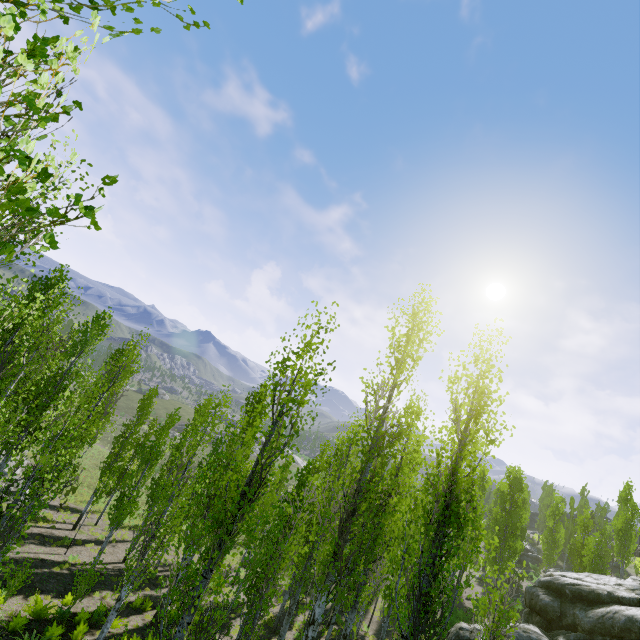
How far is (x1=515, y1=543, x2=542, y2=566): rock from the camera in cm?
4675

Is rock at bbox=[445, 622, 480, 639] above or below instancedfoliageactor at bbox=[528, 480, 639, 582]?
below

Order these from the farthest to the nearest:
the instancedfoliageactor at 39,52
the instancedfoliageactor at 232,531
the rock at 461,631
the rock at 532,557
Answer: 1. the rock at 532,557
2. the rock at 461,631
3. the instancedfoliageactor at 232,531
4. the instancedfoliageactor at 39,52

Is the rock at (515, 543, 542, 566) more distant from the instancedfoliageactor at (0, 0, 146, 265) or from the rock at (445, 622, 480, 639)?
the rock at (445, 622, 480, 639)

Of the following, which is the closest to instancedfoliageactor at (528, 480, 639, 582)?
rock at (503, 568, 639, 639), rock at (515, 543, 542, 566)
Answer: rock at (503, 568, 639, 639)

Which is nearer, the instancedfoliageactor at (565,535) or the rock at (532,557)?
the instancedfoliageactor at (565,535)

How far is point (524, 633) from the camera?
16.9 meters
